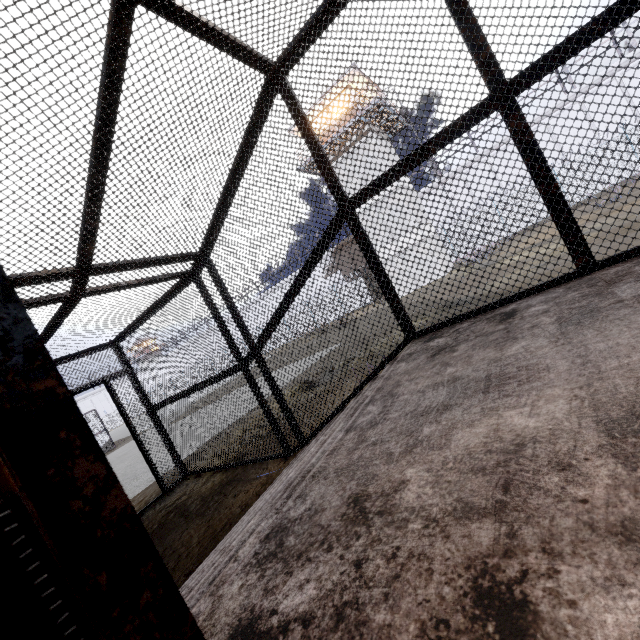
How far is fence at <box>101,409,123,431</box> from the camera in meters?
55.0 m

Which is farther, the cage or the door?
the cage

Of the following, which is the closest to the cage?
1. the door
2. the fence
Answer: the fence

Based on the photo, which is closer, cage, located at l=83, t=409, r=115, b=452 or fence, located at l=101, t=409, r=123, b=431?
cage, located at l=83, t=409, r=115, b=452

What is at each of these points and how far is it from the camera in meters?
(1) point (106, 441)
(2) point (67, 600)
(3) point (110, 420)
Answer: (1) cage, 20.8
(2) door, 0.5
(3) fence, 55.7

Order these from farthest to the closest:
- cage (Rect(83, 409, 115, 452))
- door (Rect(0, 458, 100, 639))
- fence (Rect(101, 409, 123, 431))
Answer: fence (Rect(101, 409, 123, 431))
cage (Rect(83, 409, 115, 452))
door (Rect(0, 458, 100, 639))

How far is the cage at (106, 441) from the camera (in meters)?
20.47

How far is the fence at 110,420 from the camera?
55.00m
